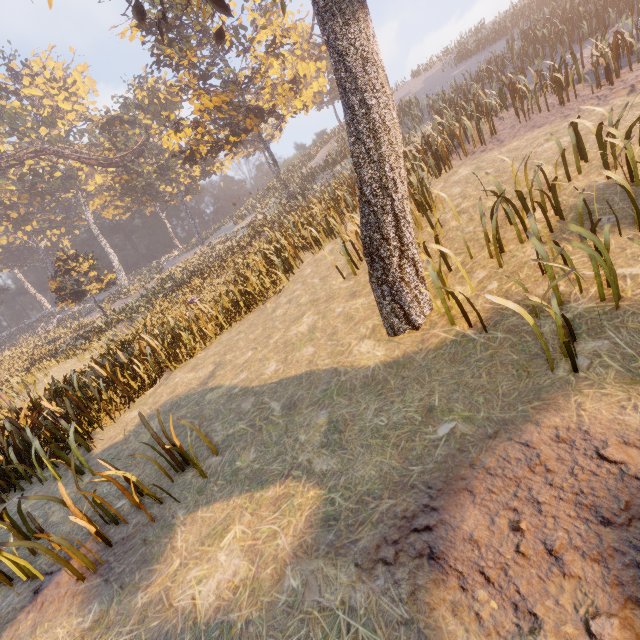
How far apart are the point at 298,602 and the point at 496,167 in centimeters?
1016cm

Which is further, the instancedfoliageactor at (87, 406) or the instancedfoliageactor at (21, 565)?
the instancedfoliageactor at (87, 406)

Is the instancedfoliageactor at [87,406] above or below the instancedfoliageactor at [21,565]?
above

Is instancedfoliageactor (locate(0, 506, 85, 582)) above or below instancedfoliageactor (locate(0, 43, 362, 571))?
below

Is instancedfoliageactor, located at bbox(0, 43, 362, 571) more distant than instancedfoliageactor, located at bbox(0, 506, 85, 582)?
Yes
